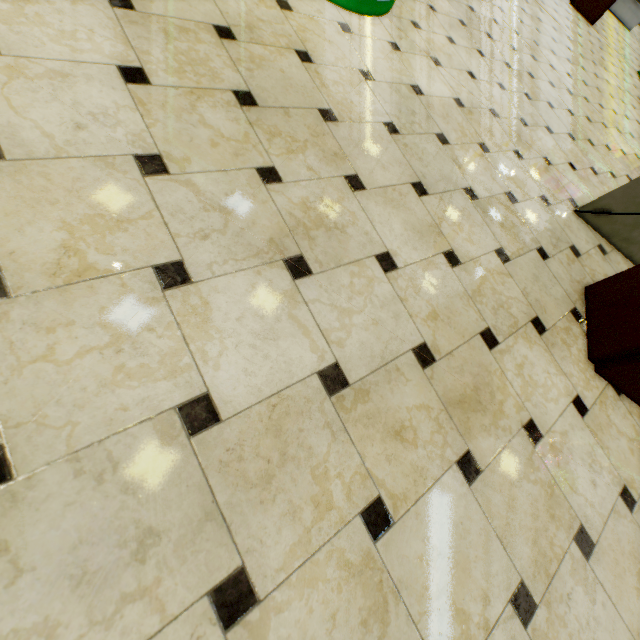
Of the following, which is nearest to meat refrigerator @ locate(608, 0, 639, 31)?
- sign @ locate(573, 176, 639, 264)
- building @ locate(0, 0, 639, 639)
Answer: building @ locate(0, 0, 639, 639)

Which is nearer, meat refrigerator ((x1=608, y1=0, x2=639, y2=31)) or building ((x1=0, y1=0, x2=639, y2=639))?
building ((x1=0, y1=0, x2=639, y2=639))

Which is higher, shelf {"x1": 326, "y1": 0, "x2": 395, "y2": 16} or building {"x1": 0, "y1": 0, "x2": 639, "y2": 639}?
shelf {"x1": 326, "y1": 0, "x2": 395, "y2": 16}

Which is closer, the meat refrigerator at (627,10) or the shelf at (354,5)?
the shelf at (354,5)

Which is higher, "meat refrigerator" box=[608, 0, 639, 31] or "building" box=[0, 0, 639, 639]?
"meat refrigerator" box=[608, 0, 639, 31]

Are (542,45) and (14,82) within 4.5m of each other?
no

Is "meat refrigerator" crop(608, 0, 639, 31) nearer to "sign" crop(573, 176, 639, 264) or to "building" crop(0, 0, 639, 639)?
"building" crop(0, 0, 639, 639)

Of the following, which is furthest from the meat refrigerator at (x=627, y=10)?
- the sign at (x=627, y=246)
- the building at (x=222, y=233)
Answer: the sign at (x=627, y=246)
